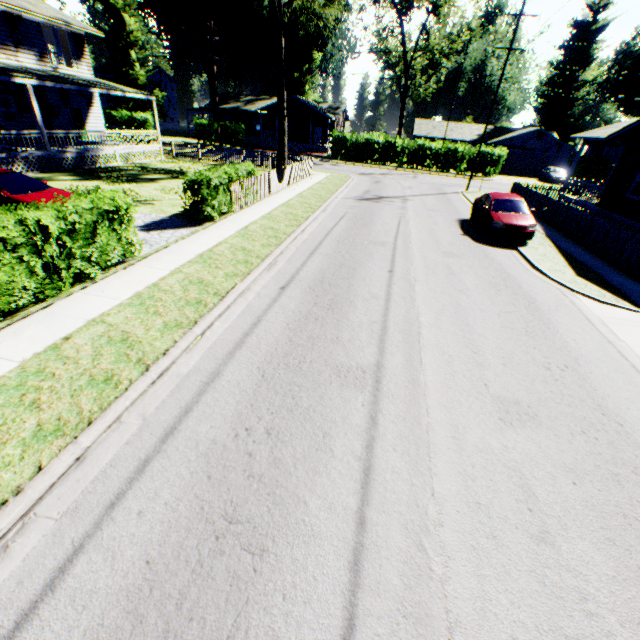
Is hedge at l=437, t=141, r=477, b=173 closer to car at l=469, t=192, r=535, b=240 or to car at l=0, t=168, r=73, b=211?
car at l=469, t=192, r=535, b=240

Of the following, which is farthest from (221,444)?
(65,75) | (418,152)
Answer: (418,152)

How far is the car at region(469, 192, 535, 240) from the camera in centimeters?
1345cm

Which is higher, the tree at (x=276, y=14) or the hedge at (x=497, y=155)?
the tree at (x=276, y=14)

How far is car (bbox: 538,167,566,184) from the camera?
37.4m

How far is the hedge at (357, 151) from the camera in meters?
37.9

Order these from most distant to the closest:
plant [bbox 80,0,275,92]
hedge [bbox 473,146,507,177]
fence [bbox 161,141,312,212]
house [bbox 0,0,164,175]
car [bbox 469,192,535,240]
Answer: plant [bbox 80,0,275,92] < hedge [bbox 473,146,507,177] < house [bbox 0,0,164,175] < fence [bbox 161,141,312,212] < car [bbox 469,192,535,240]

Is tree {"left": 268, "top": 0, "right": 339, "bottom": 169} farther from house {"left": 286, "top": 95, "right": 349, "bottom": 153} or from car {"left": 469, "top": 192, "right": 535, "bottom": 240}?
house {"left": 286, "top": 95, "right": 349, "bottom": 153}
